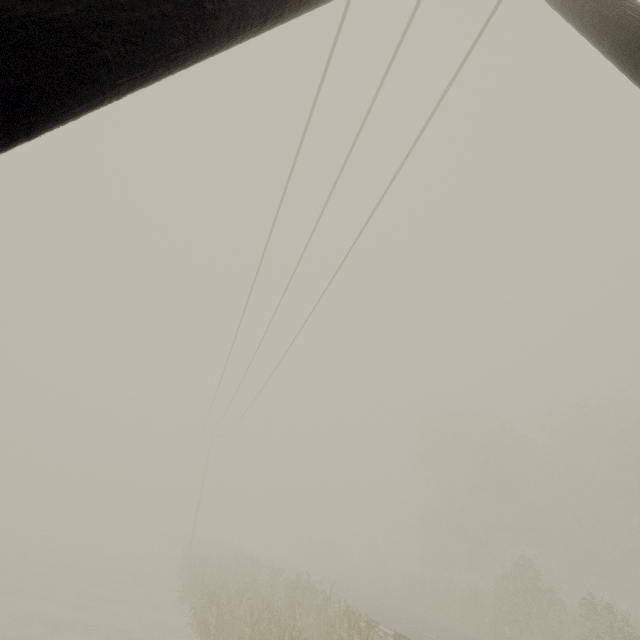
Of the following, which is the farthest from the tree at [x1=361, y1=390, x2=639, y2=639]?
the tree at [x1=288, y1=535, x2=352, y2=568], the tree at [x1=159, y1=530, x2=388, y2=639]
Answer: the tree at [x1=159, y1=530, x2=388, y2=639]

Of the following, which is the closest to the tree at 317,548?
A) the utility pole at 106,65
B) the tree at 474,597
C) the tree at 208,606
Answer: the tree at 474,597

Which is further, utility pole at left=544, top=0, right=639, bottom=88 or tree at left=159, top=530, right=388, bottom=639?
tree at left=159, top=530, right=388, bottom=639

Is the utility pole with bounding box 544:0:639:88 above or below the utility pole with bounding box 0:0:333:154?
above

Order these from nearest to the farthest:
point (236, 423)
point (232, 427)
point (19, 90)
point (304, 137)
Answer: point (19, 90)
point (304, 137)
point (236, 423)
point (232, 427)

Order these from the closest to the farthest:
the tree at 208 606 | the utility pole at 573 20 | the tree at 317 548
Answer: the utility pole at 573 20, the tree at 208 606, the tree at 317 548

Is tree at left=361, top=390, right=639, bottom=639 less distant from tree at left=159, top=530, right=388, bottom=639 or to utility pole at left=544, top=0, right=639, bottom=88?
tree at left=159, top=530, right=388, bottom=639

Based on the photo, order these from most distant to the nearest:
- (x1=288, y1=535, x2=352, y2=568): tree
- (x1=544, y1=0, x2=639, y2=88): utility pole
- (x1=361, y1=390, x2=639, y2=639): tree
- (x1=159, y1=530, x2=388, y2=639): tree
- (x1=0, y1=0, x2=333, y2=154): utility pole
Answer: (x1=288, y1=535, x2=352, y2=568): tree → (x1=361, y1=390, x2=639, y2=639): tree → (x1=159, y1=530, x2=388, y2=639): tree → (x1=544, y1=0, x2=639, y2=88): utility pole → (x1=0, y1=0, x2=333, y2=154): utility pole
